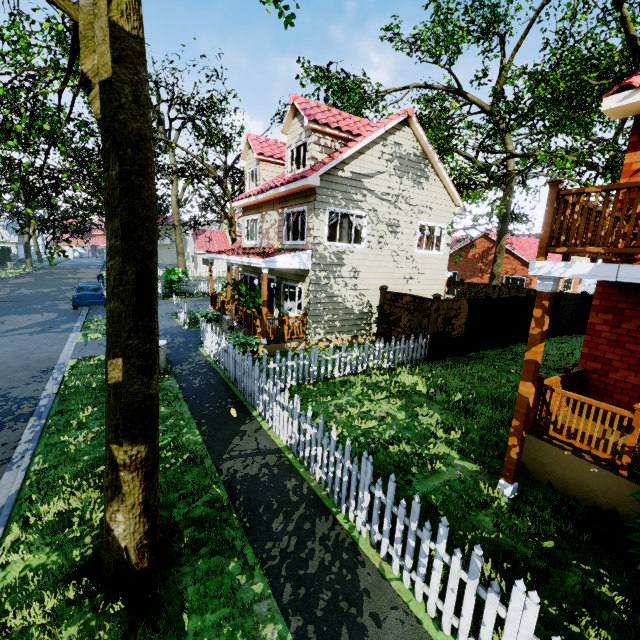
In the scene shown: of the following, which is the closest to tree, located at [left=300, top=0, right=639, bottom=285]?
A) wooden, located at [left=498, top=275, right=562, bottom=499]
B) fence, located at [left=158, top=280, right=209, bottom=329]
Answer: fence, located at [left=158, top=280, right=209, bottom=329]

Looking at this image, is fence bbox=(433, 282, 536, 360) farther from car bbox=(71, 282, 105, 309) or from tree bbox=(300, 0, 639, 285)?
car bbox=(71, 282, 105, 309)

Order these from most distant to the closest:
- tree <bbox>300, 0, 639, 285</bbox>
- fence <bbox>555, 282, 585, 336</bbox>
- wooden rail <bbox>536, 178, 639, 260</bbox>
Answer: fence <bbox>555, 282, 585, 336</bbox>
tree <bbox>300, 0, 639, 285</bbox>
wooden rail <bbox>536, 178, 639, 260</bbox>

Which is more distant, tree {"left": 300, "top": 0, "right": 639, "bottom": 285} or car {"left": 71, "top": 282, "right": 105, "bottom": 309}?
car {"left": 71, "top": 282, "right": 105, "bottom": 309}

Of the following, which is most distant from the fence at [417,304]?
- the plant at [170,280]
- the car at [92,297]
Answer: the car at [92,297]

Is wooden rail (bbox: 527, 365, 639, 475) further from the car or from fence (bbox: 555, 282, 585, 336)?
the car

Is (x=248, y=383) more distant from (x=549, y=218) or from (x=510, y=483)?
(x=549, y=218)

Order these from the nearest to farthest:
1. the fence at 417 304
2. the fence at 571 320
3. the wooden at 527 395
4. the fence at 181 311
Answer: the fence at 417 304
the wooden at 527 395
the fence at 181 311
the fence at 571 320
